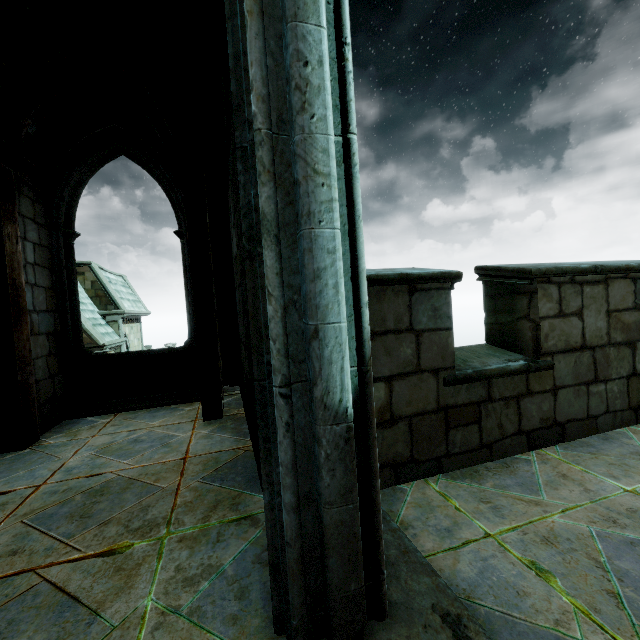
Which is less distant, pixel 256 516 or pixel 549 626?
pixel 549 626
